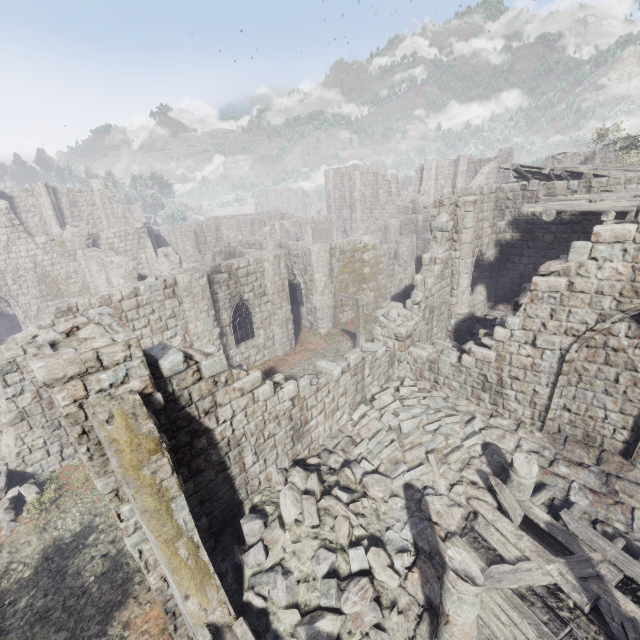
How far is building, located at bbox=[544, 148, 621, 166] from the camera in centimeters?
2671cm

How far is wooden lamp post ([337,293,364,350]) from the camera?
13.80m

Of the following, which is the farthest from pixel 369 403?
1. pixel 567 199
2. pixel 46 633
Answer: pixel 567 199

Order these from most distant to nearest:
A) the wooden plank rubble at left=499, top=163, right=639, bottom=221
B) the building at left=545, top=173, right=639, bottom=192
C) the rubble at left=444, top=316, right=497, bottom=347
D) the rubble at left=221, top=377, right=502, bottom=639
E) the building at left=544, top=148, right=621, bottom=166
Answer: the building at left=544, top=148, right=621, bottom=166 < the rubble at left=444, top=316, right=497, bottom=347 < the building at left=545, top=173, right=639, bottom=192 < the wooden plank rubble at left=499, top=163, right=639, bottom=221 < the rubble at left=221, top=377, right=502, bottom=639

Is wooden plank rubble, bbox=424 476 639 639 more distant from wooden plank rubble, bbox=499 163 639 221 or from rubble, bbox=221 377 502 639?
wooden plank rubble, bbox=499 163 639 221

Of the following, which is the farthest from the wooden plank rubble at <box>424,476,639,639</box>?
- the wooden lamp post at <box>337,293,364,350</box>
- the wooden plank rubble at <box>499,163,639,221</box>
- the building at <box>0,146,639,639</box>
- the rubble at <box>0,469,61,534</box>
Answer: the wooden plank rubble at <box>499,163,639,221</box>

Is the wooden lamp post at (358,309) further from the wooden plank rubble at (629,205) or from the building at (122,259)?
the wooden plank rubble at (629,205)

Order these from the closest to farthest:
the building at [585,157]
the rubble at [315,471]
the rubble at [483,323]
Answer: the rubble at [315,471] → the rubble at [483,323] → the building at [585,157]
